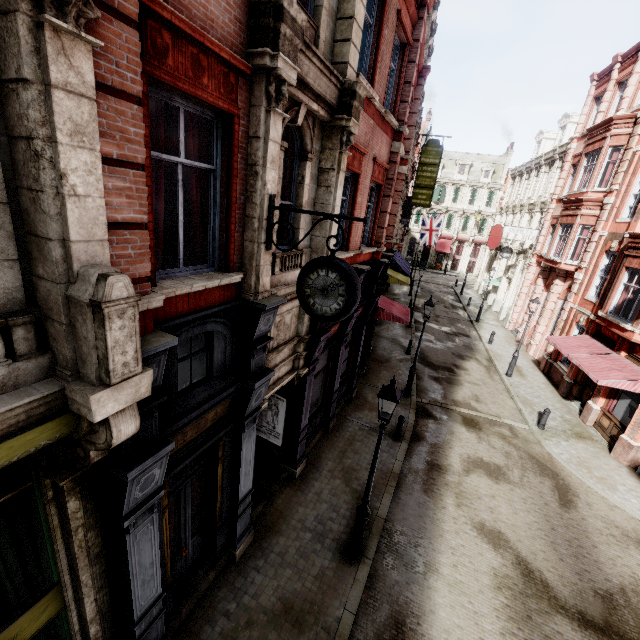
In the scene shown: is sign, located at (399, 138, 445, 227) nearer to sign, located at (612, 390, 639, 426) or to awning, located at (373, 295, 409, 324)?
awning, located at (373, 295, 409, 324)

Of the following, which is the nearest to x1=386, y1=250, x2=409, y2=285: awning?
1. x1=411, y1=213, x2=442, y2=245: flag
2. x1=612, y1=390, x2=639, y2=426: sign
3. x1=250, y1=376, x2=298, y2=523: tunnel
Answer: x1=411, y1=213, x2=442, y2=245: flag

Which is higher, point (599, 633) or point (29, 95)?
point (29, 95)

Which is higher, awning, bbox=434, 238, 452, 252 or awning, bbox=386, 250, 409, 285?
awning, bbox=434, 238, 452, 252

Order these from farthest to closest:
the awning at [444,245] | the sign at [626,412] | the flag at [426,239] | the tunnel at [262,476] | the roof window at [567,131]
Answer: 1. the awning at [444,245]
2. the flag at [426,239]
3. the roof window at [567,131]
4. the sign at [626,412]
5. the tunnel at [262,476]

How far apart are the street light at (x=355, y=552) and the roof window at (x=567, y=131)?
31.3 meters

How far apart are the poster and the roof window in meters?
31.7 m

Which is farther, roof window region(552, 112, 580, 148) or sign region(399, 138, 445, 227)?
roof window region(552, 112, 580, 148)
